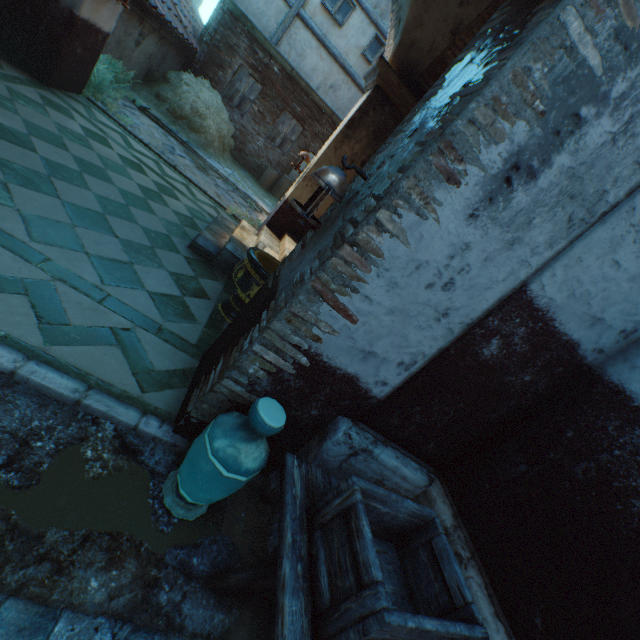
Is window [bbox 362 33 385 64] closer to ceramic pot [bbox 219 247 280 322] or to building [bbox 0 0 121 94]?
building [bbox 0 0 121 94]

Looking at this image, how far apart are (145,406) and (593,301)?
3.1 meters

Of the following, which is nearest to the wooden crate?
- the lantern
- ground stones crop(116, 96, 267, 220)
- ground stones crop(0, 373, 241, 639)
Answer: ground stones crop(0, 373, 241, 639)

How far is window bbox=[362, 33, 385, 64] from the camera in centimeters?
1145cm

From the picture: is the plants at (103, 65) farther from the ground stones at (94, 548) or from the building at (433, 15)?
the ground stones at (94, 548)

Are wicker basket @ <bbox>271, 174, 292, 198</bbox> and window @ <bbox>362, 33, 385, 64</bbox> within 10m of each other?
yes

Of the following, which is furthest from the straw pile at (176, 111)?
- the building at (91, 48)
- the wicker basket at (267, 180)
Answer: the wicker basket at (267, 180)

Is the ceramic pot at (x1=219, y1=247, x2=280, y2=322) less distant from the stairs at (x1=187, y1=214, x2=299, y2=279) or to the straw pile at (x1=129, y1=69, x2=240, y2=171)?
the stairs at (x1=187, y1=214, x2=299, y2=279)
